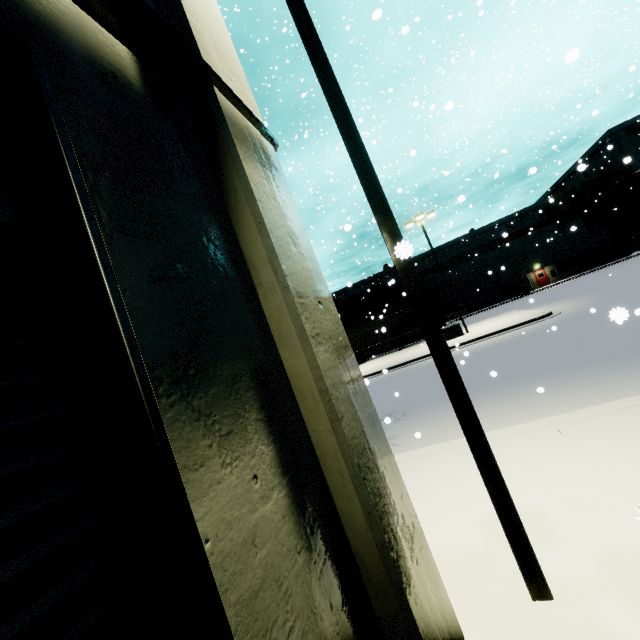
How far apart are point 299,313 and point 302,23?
3.45m

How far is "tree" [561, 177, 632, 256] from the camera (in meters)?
40.34

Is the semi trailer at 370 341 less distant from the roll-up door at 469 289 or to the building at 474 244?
the building at 474 244

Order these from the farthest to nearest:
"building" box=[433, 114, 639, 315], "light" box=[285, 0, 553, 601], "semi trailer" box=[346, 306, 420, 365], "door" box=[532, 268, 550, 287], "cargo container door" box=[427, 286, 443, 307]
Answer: "door" box=[532, 268, 550, 287], "building" box=[433, 114, 639, 315], "cargo container door" box=[427, 286, 443, 307], "semi trailer" box=[346, 306, 420, 365], "light" box=[285, 0, 553, 601]

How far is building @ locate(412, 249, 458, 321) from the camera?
47.3 meters

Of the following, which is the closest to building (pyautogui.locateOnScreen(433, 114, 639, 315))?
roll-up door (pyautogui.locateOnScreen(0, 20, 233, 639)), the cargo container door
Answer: roll-up door (pyautogui.locateOnScreen(0, 20, 233, 639))

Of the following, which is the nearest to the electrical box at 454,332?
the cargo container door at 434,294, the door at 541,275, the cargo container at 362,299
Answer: the cargo container at 362,299

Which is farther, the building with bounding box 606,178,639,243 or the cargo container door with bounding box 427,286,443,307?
the building with bounding box 606,178,639,243
